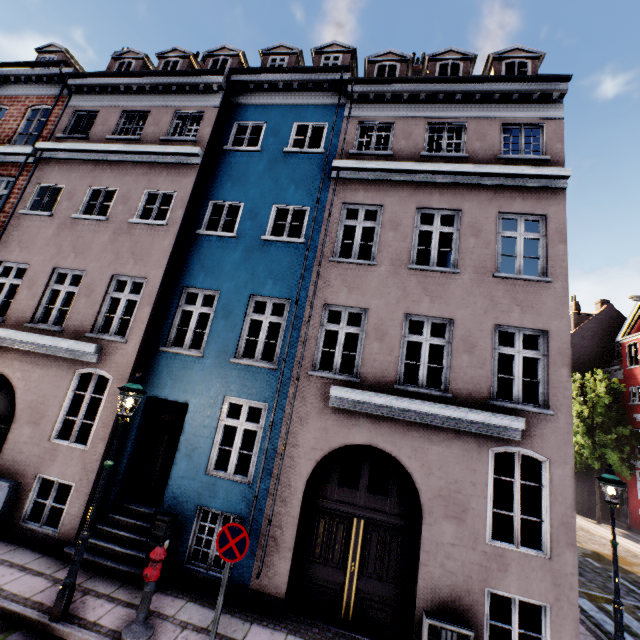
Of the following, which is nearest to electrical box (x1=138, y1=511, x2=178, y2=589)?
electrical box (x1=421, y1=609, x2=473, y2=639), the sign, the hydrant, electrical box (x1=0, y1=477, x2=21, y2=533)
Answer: the hydrant

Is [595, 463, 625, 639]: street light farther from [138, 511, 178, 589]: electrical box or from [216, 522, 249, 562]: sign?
[138, 511, 178, 589]: electrical box

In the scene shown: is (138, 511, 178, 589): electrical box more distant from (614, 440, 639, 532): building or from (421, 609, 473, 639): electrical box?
(421, 609, 473, 639): electrical box

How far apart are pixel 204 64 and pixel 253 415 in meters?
16.4

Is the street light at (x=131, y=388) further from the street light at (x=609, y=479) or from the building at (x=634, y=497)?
the street light at (x=609, y=479)

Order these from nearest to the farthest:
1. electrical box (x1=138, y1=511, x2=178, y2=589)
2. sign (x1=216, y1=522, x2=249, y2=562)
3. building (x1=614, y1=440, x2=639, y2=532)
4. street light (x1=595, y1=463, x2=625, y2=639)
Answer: sign (x1=216, y1=522, x2=249, y2=562)
electrical box (x1=138, y1=511, x2=178, y2=589)
street light (x1=595, y1=463, x2=625, y2=639)
building (x1=614, y1=440, x2=639, y2=532)

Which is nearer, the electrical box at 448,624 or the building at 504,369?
the electrical box at 448,624

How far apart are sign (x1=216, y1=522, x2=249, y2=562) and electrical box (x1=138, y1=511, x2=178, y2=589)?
2.1m
